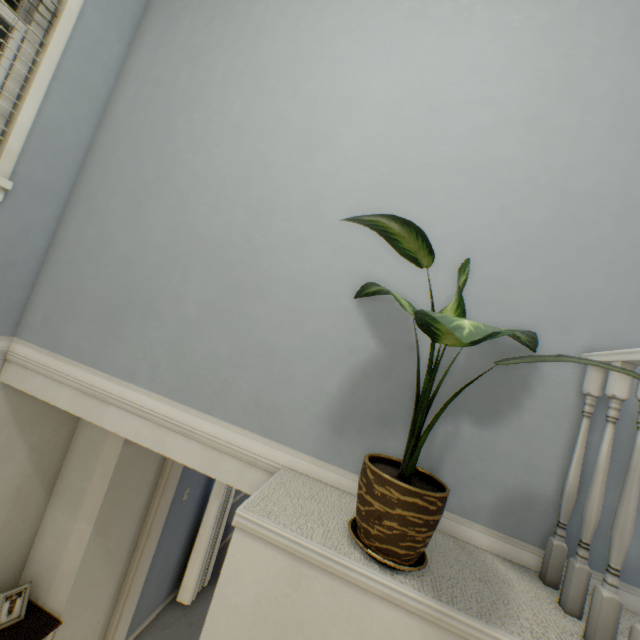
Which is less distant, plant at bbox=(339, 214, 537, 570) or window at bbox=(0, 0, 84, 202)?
plant at bbox=(339, 214, 537, 570)

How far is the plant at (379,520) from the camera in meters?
0.9

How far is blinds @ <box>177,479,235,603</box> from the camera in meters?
3.6

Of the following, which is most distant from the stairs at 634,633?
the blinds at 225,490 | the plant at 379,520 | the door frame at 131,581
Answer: the blinds at 225,490

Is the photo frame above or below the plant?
below

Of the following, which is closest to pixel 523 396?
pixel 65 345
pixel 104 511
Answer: pixel 65 345

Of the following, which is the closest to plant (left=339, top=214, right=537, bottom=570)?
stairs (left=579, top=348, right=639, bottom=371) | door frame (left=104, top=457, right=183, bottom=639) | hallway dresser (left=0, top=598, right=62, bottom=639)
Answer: stairs (left=579, top=348, right=639, bottom=371)

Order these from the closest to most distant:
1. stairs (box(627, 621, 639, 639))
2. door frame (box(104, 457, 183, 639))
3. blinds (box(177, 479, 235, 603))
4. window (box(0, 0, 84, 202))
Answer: stairs (box(627, 621, 639, 639)), window (box(0, 0, 84, 202)), door frame (box(104, 457, 183, 639)), blinds (box(177, 479, 235, 603))
